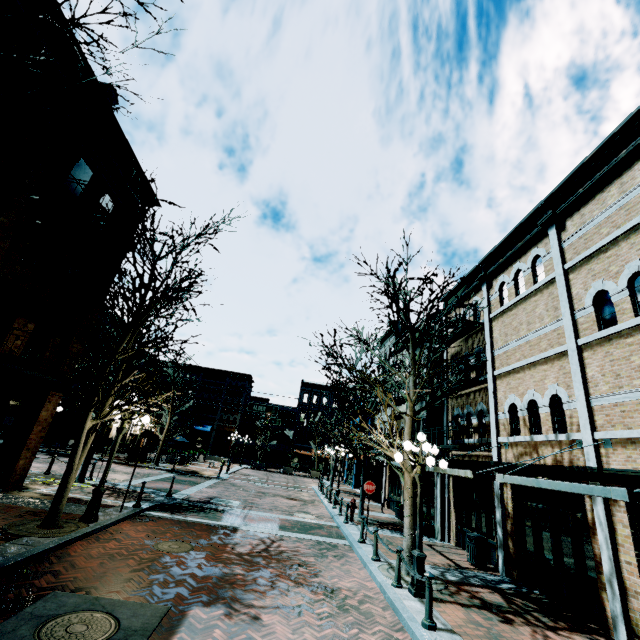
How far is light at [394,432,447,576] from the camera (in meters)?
7.81

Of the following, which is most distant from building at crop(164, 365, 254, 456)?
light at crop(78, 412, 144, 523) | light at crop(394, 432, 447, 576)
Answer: light at crop(394, 432, 447, 576)

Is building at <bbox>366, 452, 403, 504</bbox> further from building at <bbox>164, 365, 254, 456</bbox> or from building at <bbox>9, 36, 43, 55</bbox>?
building at <bbox>164, 365, 254, 456</bbox>

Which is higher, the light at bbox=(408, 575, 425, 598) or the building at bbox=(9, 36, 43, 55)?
the building at bbox=(9, 36, 43, 55)

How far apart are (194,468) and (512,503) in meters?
26.3 m

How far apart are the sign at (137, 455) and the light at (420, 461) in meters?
8.7 m

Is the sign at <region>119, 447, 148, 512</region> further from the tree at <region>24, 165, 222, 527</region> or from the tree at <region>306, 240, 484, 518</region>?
the tree at <region>306, 240, 484, 518</region>

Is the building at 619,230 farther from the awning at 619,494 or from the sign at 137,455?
the sign at 137,455
